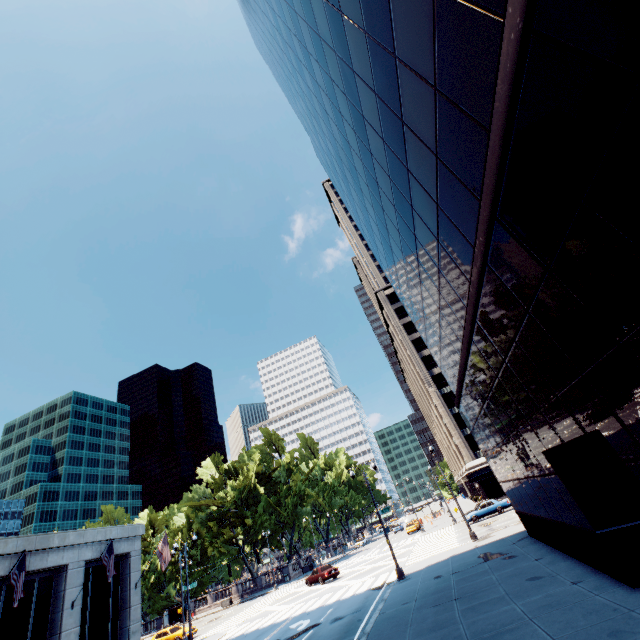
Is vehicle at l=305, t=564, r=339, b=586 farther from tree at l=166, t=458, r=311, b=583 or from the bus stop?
the bus stop

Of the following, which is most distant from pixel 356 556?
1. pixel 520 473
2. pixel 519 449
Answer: pixel 519 449

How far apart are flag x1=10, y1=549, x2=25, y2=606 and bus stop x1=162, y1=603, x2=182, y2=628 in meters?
40.9 m

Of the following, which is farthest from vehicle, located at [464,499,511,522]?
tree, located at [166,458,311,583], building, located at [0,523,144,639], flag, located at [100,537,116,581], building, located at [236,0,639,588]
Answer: flag, located at [100,537,116,581]

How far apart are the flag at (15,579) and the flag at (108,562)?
5.6 meters

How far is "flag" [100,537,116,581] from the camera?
22.4m

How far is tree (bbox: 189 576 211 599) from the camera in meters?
55.8 m

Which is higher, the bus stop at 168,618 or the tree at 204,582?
the tree at 204,582
